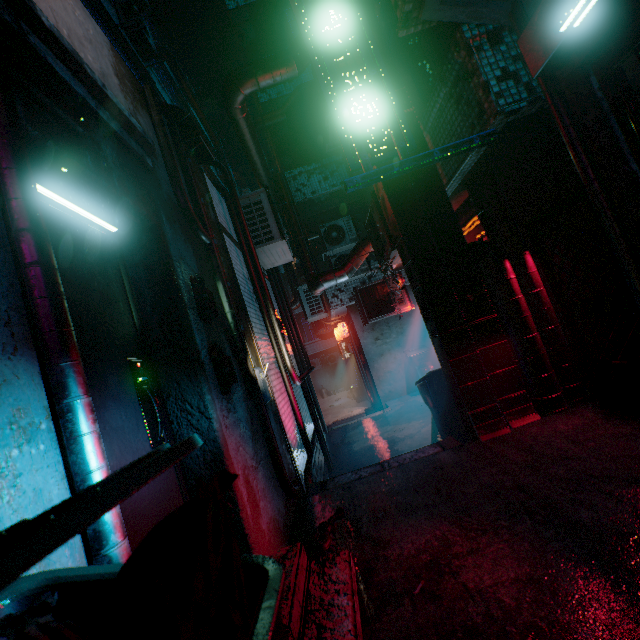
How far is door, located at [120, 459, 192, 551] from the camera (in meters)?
1.33

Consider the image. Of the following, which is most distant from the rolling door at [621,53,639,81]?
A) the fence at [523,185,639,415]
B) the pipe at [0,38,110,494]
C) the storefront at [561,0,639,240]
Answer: the pipe at [0,38,110,494]

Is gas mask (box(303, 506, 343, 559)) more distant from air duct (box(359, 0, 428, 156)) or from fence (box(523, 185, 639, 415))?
fence (box(523, 185, 639, 415))

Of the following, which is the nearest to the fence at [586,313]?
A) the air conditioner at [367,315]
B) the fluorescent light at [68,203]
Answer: the fluorescent light at [68,203]

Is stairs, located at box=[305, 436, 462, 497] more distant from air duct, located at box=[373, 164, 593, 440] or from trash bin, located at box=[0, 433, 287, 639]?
trash bin, located at box=[0, 433, 287, 639]

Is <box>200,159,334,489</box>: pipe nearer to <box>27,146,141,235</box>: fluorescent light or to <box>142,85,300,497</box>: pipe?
<box>142,85,300,497</box>: pipe

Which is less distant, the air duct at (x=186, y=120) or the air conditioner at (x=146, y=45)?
the air duct at (x=186, y=120)

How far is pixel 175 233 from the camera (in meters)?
2.26
